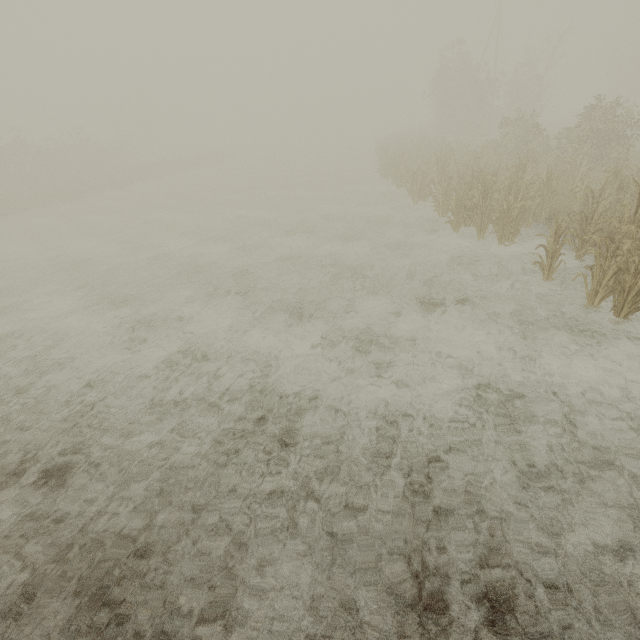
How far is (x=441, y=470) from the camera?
3.7m
